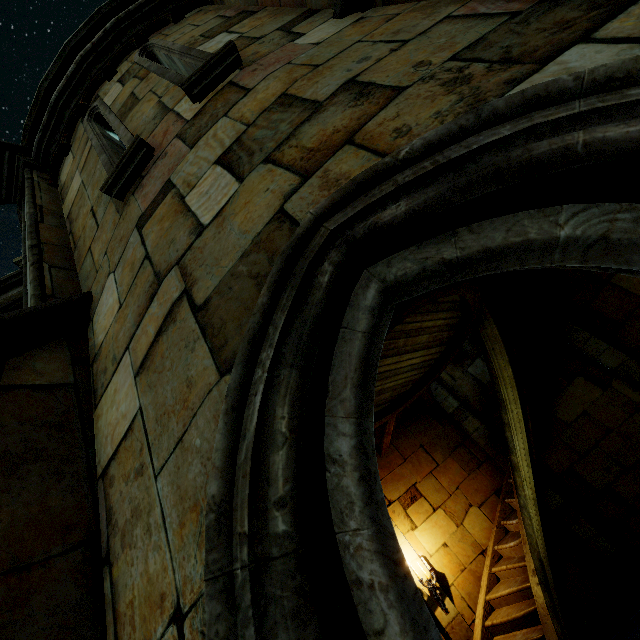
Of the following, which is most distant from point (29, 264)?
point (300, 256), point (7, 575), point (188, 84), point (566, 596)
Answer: point (566, 596)

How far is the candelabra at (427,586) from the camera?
6.6m

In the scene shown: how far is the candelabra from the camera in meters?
6.6
